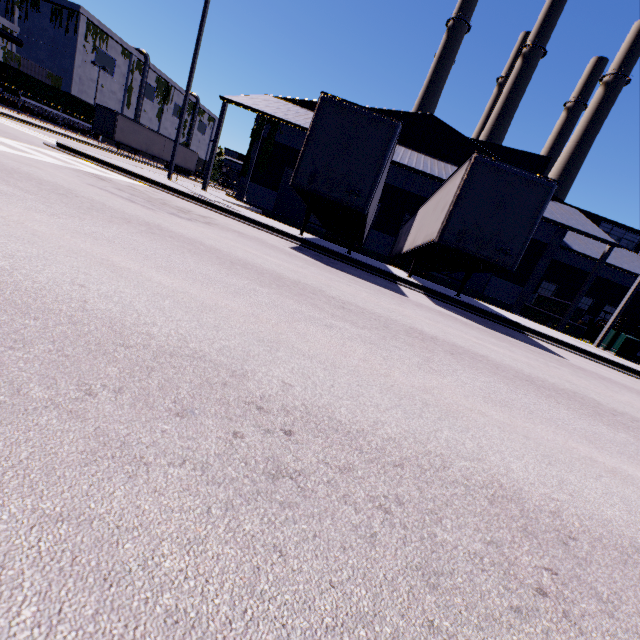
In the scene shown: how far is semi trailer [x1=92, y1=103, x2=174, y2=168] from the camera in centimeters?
3309cm

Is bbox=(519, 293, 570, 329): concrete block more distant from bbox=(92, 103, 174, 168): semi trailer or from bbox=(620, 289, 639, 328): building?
bbox=(92, 103, 174, 168): semi trailer

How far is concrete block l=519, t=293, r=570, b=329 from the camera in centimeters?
2011cm

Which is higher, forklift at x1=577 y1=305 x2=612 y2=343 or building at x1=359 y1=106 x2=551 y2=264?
building at x1=359 y1=106 x2=551 y2=264

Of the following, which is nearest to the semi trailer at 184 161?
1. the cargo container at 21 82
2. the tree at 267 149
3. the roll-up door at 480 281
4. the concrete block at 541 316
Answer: the tree at 267 149

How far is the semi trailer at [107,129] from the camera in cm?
3309

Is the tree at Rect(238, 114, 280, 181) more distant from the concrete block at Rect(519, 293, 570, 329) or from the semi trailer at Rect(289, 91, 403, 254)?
the concrete block at Rect(519, 293, 570, 329)

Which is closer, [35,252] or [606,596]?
[606,596]
